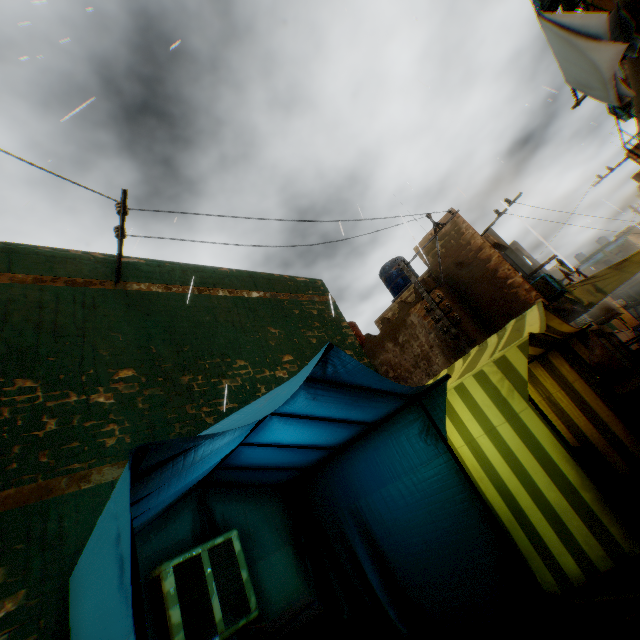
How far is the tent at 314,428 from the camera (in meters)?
3.08

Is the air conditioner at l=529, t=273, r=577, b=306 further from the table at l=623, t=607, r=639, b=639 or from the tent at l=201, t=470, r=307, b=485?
the table at l=623, t=607, r=639, b=639

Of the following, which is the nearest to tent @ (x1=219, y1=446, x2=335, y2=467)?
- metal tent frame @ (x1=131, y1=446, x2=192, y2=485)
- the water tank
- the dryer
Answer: metal tent frame @ (x1=131, y1=446, x2=192, y2=485)

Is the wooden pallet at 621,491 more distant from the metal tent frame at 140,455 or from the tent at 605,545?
the metal tent frame at 140,455

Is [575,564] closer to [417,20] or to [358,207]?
[358,207]

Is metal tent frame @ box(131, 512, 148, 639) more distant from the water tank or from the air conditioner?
the water tank

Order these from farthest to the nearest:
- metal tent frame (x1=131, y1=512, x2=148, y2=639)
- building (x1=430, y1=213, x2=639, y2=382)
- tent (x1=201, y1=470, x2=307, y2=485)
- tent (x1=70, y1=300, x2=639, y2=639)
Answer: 1. building (x1=430, y1=213, x2=639, y2=382)
2. tent (x1=201, y1=470, x2=307, y2=485)
3. tent (x1=70, y1=300, x2=639, y2=639)
4. metal tent frame (x1=131, y1=512, x2=148, y2=639)

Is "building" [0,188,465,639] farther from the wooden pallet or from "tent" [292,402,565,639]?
the wooden pallet
